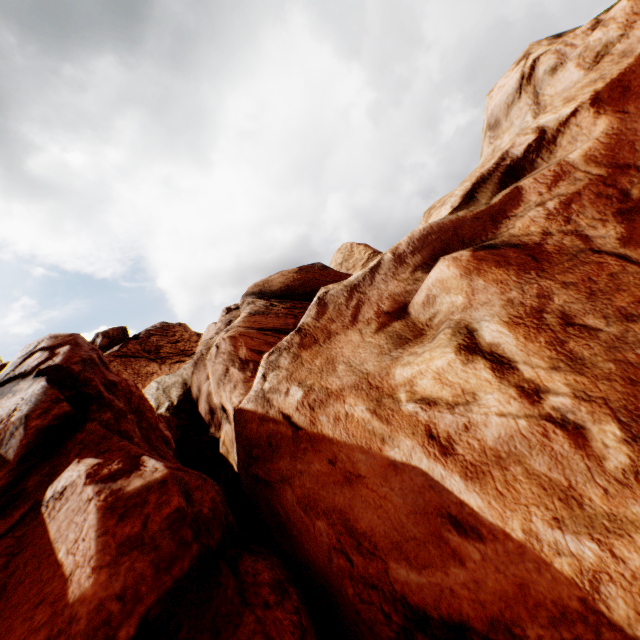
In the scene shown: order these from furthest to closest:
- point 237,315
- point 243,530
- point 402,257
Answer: point 237,315 → point 243,530 → point 402,257
